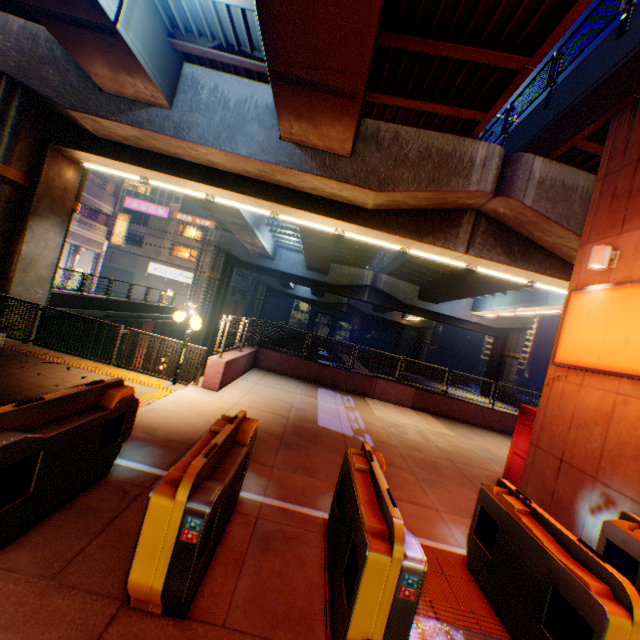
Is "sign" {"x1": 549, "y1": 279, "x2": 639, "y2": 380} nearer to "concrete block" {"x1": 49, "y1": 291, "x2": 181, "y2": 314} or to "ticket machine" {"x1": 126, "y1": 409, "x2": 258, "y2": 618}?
"ticket machine" {"x1": 126, "y1": 409, "x2": 258, "y2": 618}

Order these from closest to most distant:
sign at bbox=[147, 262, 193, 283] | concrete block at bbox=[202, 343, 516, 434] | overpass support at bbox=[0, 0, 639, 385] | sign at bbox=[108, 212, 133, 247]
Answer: overpass support at bbox=[0, 0, 639, 385], concrete block at bbox=[202, 343, 516, 434], sign at bbox=[108, 212, 133, 247], sign at bbox=[147, 262, 193, 283]

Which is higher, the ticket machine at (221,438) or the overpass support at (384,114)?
the overpass support at (384,114)

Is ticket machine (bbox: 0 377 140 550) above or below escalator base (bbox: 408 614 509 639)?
above

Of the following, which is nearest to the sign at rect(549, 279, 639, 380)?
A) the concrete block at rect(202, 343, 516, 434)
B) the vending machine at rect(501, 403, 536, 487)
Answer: the vending machine at rect(501, 403, 536, 487)

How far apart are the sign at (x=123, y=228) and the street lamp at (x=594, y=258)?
37.61m

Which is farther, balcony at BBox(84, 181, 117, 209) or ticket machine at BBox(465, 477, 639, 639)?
balcony at BBox(84, 181, 117, 209)

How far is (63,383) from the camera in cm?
689
